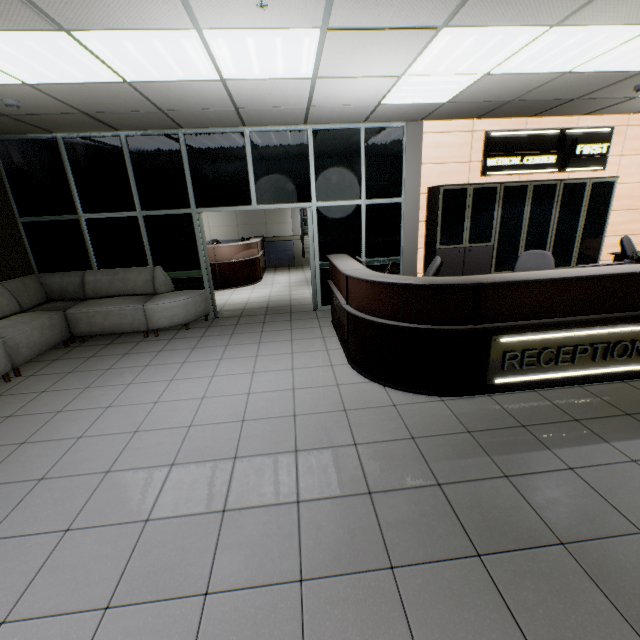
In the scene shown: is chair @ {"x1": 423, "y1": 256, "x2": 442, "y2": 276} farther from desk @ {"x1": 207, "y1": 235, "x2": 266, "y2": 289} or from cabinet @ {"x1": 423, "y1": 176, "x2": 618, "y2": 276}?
desk @ {"x1": 207, "y1": 235, "x2": 266, "y2": 289}

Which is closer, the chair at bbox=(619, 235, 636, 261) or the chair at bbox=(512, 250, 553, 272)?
the chair at bbox=(512, 250, 553, 272)

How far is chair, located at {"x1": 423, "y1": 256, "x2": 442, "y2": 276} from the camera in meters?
4.3 m

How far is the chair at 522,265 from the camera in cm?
449

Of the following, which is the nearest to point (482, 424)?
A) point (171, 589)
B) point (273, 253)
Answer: point (171, 589)

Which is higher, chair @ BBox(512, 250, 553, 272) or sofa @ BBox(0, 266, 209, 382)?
chair @ BBox(512, 250, 553, 272)

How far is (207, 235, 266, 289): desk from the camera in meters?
8.5

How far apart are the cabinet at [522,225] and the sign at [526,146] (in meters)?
0.19
